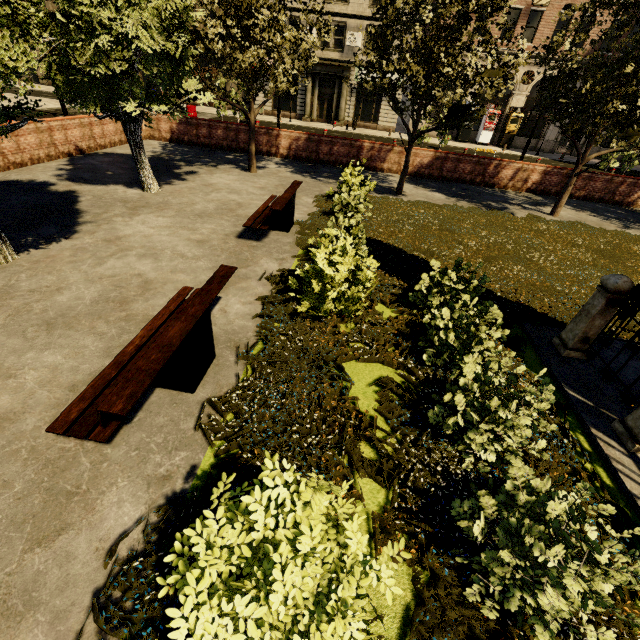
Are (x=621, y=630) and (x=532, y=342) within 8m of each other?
yes

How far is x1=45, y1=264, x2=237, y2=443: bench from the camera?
2.9m

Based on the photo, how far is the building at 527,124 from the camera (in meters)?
27.33

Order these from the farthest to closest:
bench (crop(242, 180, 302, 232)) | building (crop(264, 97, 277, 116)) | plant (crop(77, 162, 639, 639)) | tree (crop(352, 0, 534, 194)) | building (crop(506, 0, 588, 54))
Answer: building (crop(264, 97, 277, 116)), building (crop(506, 0, 588, 54)), tree (crop(352, 0, 534, 194)), bench (crop(242, 180, 302, 232)), plant (crop(77, 162, 639, 639))

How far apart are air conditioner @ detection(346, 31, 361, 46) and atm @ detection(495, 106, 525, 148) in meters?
14.3 m

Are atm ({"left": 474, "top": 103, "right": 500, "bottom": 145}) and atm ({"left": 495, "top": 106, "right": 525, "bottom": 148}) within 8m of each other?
yes

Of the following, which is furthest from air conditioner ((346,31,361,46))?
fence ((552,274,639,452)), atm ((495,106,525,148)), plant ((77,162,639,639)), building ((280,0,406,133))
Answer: fence ((552,274,639,452))

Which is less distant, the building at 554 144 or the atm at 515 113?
the atm at 515 113
